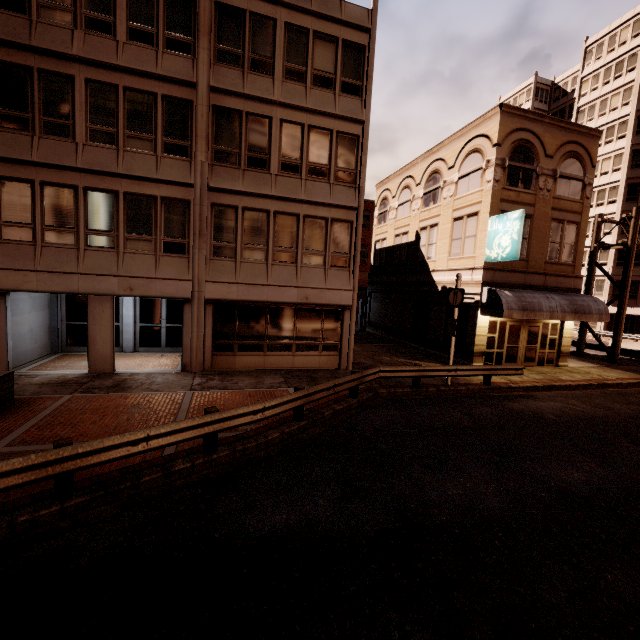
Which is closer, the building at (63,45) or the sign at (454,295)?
the building at (63,45)

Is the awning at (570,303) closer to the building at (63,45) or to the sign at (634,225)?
the building at (63,45)

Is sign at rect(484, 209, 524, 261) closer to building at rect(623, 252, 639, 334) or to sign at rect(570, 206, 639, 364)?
sign at rect(570, 206, 639, 364)

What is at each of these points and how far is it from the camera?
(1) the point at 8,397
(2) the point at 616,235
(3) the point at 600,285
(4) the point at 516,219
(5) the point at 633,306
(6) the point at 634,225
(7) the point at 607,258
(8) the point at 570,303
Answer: (1) planter, 8.8 meters
(2) building, 38.2 meters
(3) building, 39.9 meters
(4) sign, 15.0 meters
(5) building, 37.8 meters
(6) sign, 20.7 meters
(7) building, 39.2 meters
(8) awning, 16.9 meters

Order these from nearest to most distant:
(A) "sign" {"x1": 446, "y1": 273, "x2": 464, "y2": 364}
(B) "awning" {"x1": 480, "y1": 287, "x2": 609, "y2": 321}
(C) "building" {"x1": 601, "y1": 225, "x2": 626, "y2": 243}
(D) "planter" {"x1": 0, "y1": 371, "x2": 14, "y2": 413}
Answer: (D) "planter" {"x1": 0, "y1": 371, "x2": 14, "y2": 413} → (A) "sign" {"x1": 446, "y1": 273, "x2": 464, "y2": 364} → (B) "awning" {"x1": 480, "y1": 287, "x2": 609, "y2": 321} → (C) "building" {"x1": 601, "y1": 225, "x2": 626, "y2": 243}

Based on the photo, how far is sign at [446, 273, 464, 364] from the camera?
13.3 meters

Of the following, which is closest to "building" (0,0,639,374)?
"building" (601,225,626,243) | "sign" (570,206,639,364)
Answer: "sign" (570,206,639,364)

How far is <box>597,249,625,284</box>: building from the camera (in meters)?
38.22
